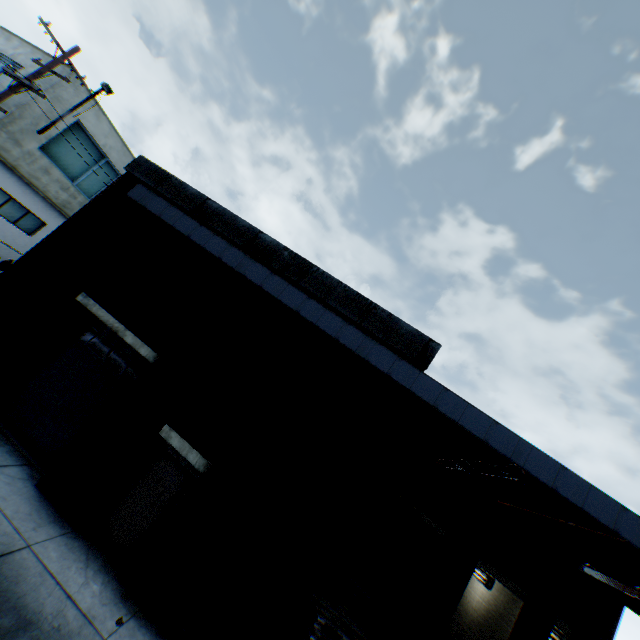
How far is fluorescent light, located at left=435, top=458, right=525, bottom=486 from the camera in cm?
537

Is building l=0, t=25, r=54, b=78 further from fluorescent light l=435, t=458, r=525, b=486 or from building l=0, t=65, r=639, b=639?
fluorescent light l=435, t=458, r=525, b=486

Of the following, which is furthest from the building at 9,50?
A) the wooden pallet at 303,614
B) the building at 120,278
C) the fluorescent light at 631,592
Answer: the fluorescent light at 631,592

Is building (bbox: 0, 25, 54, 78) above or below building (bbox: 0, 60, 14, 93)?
above

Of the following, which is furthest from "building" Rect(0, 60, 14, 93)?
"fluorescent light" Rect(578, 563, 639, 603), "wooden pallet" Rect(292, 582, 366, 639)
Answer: "fluorescent light" Rect(578, 563, 639, 603)

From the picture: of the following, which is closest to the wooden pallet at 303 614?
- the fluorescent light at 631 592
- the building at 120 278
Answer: the building at 120 278

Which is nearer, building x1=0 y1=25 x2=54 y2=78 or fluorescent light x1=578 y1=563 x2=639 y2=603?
fluorescent light x1=578 y1=563 x2=639 y2=603

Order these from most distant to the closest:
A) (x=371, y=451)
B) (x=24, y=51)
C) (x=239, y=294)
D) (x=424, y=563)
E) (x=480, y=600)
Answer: (x=24, y=51), (x=480, y=600), (x=371, y=451), (x=424, y=563), (x=239, y=294)
